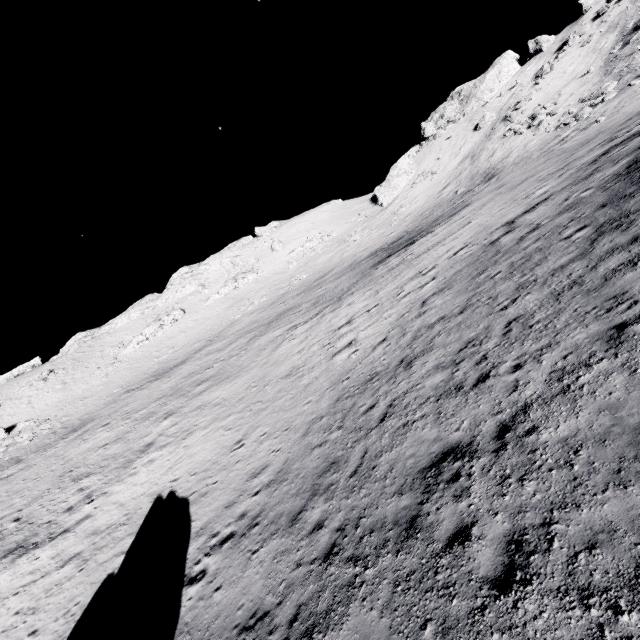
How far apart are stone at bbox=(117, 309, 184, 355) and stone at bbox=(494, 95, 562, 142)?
60.3 meters

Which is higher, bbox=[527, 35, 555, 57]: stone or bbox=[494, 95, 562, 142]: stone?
bbox=[527, 35, 555, 57]: stone

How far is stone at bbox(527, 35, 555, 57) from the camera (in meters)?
49.88

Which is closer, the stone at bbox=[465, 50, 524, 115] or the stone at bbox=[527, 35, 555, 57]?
the stone at bbox=[527, 35, 555, 57]

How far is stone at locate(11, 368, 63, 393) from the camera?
48.3m

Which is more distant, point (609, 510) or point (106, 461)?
point (106, 461)

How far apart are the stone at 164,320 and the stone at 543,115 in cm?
6032

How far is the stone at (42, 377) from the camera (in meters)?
48.34
